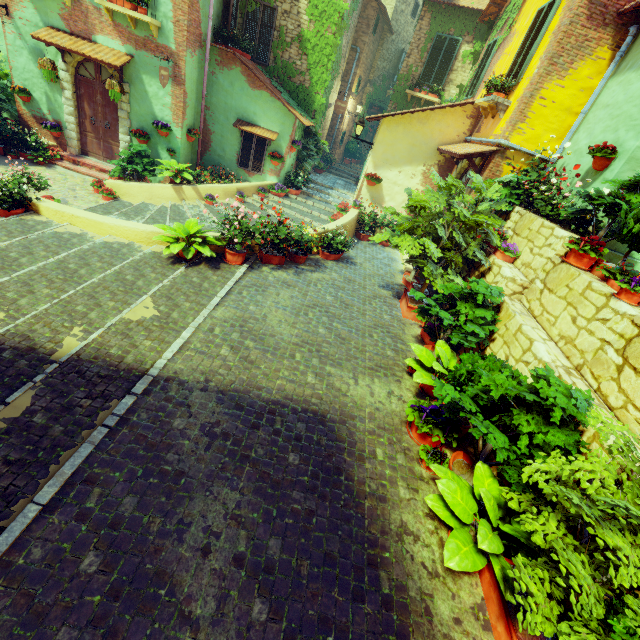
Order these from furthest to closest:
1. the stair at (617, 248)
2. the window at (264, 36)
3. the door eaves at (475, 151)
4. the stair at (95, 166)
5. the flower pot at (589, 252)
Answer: the window at (264, 36)
the stair at (95, 166)
the door eaves at (475, 151)
the stair at (617, 248)
the flower pot at (589, 252)

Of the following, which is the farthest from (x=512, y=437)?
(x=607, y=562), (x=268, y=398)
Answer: (x=268, y=398)

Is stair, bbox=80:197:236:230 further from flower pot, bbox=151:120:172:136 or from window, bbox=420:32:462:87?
window, bbox=420:32:462:87

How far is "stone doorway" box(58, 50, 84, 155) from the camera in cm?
951

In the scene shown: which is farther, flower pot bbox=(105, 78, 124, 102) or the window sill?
flower pot bbox=(105, 78, 124, 102)

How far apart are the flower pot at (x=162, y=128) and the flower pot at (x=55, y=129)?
2.5m

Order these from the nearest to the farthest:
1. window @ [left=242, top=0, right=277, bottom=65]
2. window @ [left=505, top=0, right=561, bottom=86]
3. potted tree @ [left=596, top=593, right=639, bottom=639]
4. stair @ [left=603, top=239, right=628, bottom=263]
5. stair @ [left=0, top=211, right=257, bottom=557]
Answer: potted tree @ [left=596, top=593, right=639, bottom=639] < stair @ [left=0, top=211, right=257, bottom=557] < stair @ [left=603, top=239, right=628, bottom=263] < window @ [left=505, top=0, right=561, bottom=86] < window @ [left=242, top=0, right=277, bottom=65]

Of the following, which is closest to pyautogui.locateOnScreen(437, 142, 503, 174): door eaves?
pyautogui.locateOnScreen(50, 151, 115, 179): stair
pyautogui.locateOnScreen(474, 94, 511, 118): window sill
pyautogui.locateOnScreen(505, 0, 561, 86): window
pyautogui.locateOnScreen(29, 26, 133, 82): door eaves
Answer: pyautogui.locateOnScreen(474, 94, 511, 118): window sill
